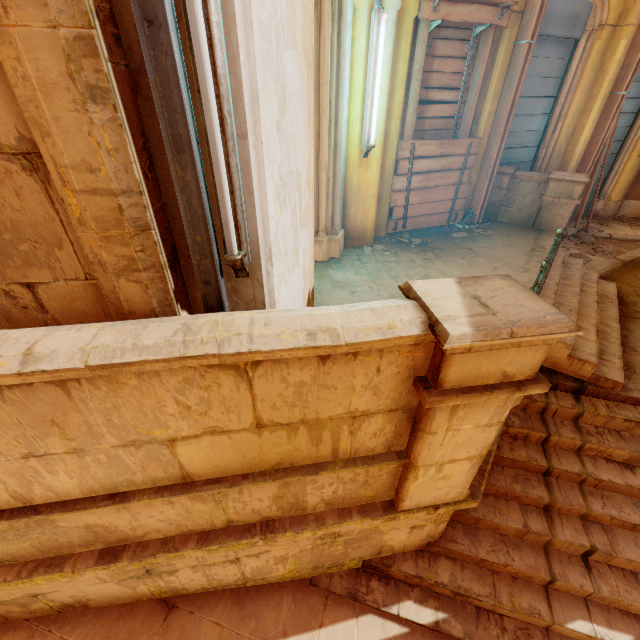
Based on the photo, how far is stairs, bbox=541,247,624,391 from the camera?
3.8m

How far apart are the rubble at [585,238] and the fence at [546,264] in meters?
4.4

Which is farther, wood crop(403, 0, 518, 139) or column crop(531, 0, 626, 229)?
column crop(531, 0, 626, 229)

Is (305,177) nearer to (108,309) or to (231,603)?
(108,309)

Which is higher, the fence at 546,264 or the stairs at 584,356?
the fence at 546,264

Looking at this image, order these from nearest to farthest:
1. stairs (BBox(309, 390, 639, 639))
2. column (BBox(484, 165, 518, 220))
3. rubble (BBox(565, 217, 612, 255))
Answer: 1. stairs (BBox(309, 390, 639, 639))
2. column (BBox(484, 165, 518, 220))
3. rubble (BBox(565, 217, 612, 255))

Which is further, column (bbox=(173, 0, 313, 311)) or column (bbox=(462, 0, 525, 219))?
column (bbox=(462, 0, 525, 219))

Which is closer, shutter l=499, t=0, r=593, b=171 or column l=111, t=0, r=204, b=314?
column l=111, t=0, r=204, b=314
